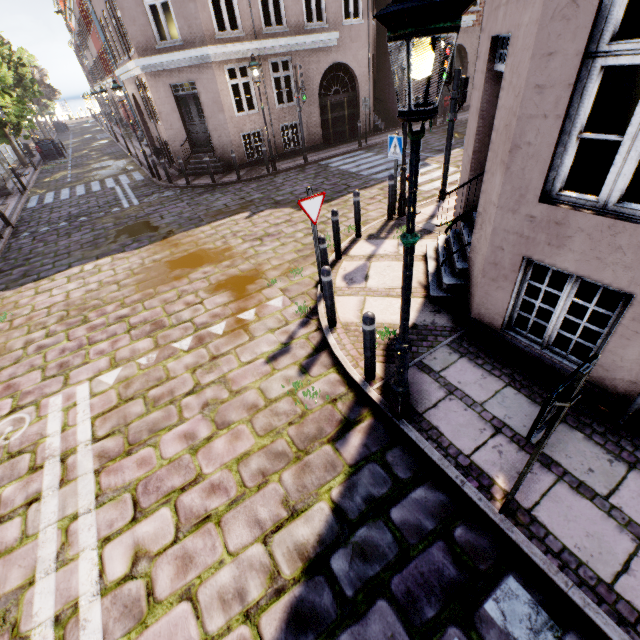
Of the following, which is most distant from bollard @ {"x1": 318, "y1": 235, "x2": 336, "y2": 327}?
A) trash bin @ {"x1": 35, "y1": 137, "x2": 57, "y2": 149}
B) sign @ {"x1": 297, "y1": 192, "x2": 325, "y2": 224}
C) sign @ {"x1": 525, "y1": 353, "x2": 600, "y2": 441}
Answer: trash bin @ {"x1": 35, "y1": 137, "x2": 57, "y2": 149}

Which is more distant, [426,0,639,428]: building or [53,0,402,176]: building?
[53,0,402,176]: building

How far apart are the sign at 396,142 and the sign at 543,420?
7.0 meters

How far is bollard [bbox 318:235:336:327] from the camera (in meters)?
4.79

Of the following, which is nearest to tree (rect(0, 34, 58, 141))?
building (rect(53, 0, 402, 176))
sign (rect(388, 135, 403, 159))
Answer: building (rect(53, 0, 402, 176))

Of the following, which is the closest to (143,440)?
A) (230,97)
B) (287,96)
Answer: (230,97)

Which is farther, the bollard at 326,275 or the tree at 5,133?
the tree at 5,133

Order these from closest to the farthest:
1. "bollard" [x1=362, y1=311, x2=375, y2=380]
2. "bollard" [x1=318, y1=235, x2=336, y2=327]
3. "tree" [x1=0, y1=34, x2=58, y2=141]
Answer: "bollard" [x1=362, y1=311, x2=375, y2=380]
"bollard" [x1=318, y1=235, x2=336, y2=327]
"tree" [x1=0, y1=34, x2=58, y2=141]
